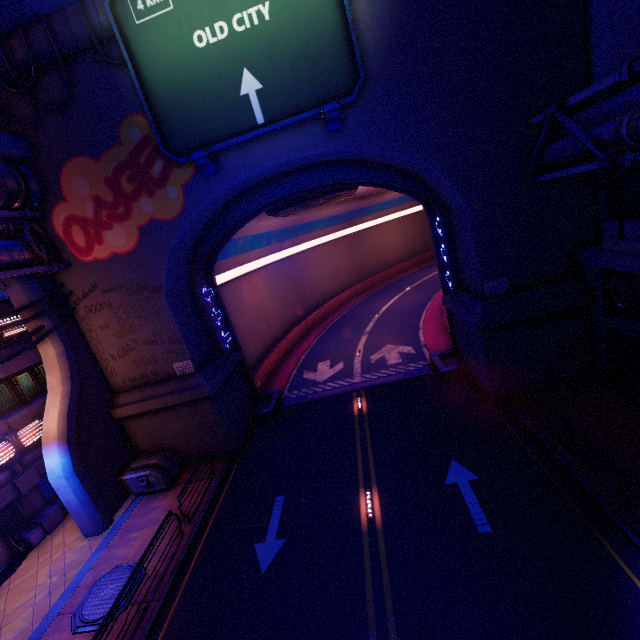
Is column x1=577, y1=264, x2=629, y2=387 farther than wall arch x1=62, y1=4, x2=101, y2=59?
Yes

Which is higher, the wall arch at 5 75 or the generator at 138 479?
the wall arch at 5 75

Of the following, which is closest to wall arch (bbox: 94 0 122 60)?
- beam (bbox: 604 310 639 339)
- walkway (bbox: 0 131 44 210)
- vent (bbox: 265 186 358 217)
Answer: walkway (bbox: 0 131 44 210)

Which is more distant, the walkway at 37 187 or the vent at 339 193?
the vent at 339 193

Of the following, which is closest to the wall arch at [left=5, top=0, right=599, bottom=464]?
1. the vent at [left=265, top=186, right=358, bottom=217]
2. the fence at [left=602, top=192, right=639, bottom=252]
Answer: the fence at [left=602, top=192, right=639, bottom=252]

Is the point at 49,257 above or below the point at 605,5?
below

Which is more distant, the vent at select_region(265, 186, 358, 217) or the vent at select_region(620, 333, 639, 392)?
the vent at select_region(265, 186, 358, 217)

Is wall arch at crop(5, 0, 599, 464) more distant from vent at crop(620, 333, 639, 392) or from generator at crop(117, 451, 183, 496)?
vent at crop(620, 333, 639, 392)
